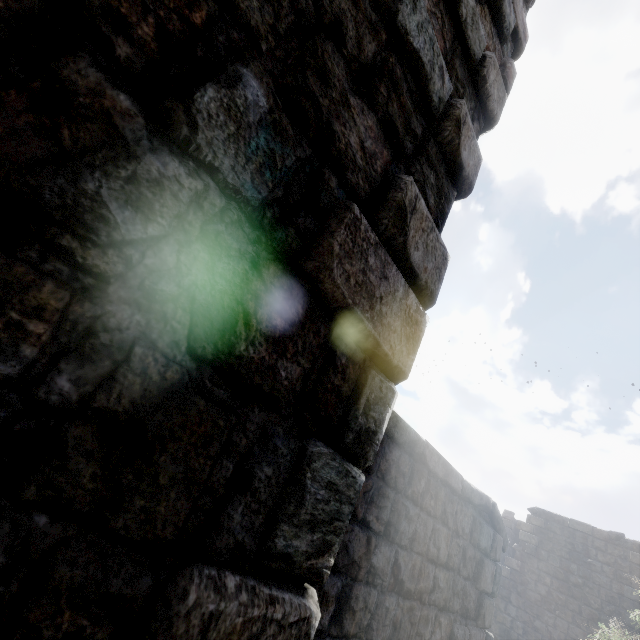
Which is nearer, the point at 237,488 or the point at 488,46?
the point at 237,488
